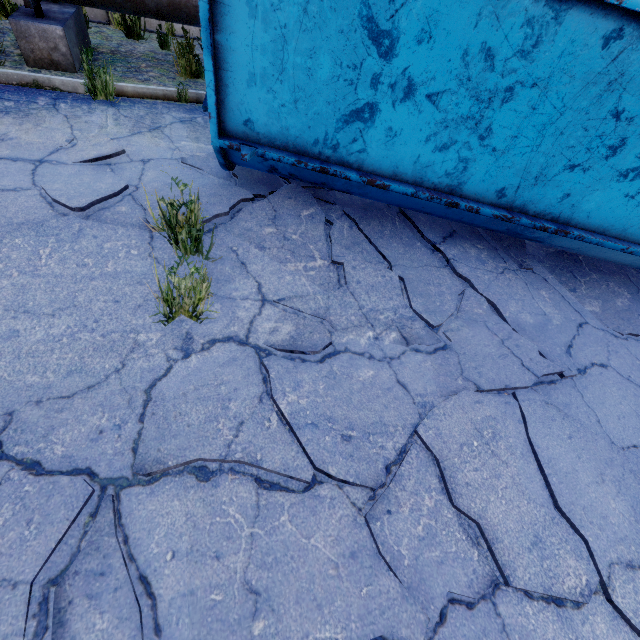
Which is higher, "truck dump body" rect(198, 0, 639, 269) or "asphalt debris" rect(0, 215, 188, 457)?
"truck dump body" rect(198, 0, 639, 269)

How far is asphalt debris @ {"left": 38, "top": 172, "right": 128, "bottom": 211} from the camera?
2.7 meters

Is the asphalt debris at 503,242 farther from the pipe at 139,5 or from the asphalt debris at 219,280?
the pipe at 139,5

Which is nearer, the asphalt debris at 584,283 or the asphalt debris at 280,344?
the asphalt debris at 280,344

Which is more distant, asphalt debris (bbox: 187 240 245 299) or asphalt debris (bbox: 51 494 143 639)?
asphalt debris (bbox: 187 240 245 299)

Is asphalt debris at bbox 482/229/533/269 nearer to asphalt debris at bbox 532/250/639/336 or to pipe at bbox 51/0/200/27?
asphalt debris at bbox 532/250/639/336

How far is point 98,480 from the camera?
1.5 meters
